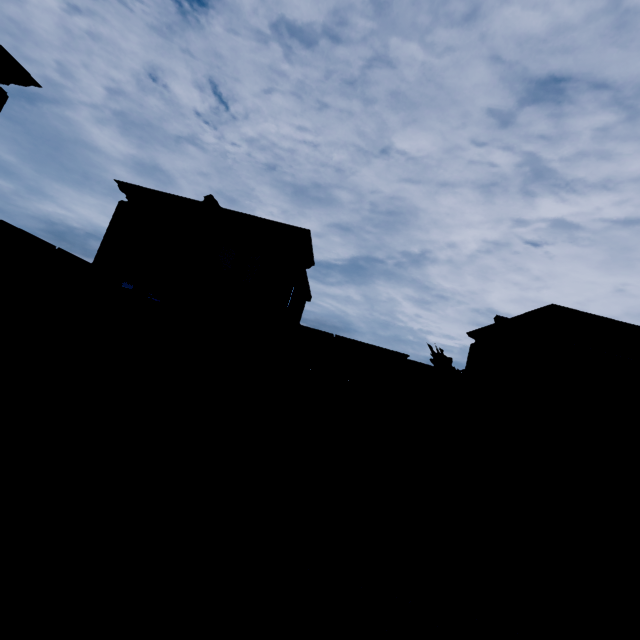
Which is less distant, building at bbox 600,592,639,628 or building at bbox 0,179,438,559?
building at bbox 0,179,438,559

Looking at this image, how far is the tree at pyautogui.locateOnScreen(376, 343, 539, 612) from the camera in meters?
11.4 m

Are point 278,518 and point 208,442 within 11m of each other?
yes

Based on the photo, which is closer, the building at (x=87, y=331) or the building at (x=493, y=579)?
the building at (x=87, y=331)

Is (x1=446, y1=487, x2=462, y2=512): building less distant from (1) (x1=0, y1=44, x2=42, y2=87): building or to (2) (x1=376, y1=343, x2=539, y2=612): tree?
(2) (x1=376, y1=343, x2=539, y2=612): tree

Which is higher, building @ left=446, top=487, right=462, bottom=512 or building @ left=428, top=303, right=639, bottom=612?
building @ left=446, top=487, right=462, bottom=512

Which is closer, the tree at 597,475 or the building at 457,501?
the tree at 597,475
